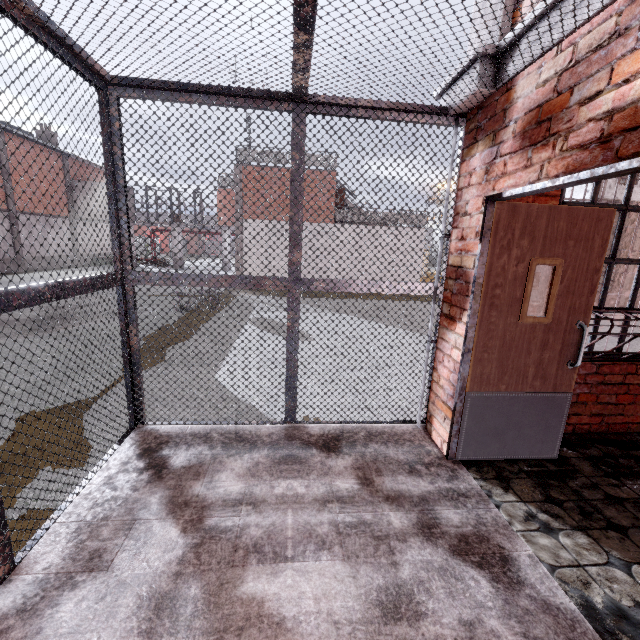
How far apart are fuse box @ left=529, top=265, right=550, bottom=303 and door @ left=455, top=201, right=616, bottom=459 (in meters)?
0.18

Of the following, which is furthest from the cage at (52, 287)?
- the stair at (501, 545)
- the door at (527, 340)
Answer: the door at (527, 340)

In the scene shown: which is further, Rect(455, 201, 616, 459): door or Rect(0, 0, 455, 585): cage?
Rect(455, 201, 616, 459): door

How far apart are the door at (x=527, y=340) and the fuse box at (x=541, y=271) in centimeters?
18cm

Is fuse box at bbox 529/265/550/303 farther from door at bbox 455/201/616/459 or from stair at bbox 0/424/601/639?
stair at bbox 0/424/601/639

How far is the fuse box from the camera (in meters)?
2.74

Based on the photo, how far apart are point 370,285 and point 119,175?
2.3 meters
